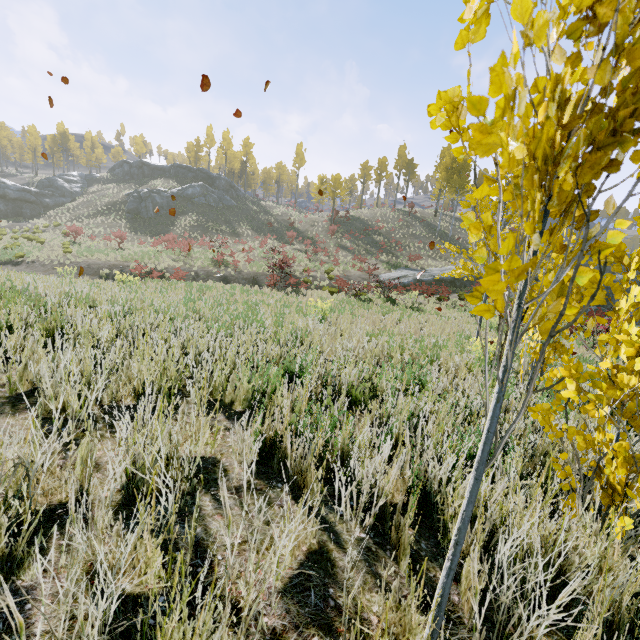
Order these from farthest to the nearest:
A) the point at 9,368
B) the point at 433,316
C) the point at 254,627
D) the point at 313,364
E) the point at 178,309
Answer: the point at 433,316 < the point at 178,309 < the point at 313,364 < the point at 9,368 < the point at 254,627

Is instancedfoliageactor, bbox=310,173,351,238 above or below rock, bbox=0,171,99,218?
above

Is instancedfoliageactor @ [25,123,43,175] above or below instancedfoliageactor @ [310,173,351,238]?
above

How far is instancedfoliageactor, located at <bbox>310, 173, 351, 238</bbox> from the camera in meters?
40.1 m

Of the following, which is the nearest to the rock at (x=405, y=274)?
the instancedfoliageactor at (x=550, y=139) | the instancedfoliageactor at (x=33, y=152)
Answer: the instancedfoliageactor at (x=550, y=139)

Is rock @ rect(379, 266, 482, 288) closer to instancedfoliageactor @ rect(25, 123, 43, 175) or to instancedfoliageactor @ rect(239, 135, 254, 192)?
instancedfoliageactor @ rect(239, 135, 254, 192)

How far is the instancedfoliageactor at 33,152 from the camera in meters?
57.1 m

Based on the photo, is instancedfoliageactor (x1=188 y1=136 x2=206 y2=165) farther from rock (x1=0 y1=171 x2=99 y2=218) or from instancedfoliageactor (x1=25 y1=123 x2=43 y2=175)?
instancedfoliageactor (x1=25 y1=123 x2=43 y2=175)
